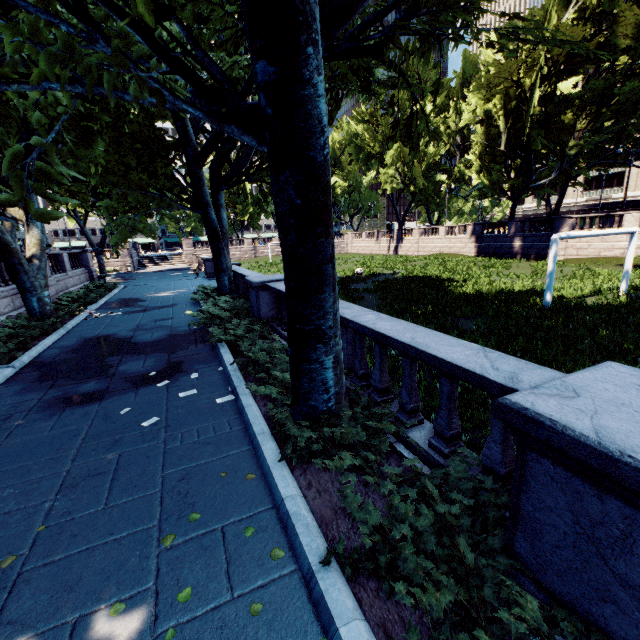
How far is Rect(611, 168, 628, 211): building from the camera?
58.4 meters

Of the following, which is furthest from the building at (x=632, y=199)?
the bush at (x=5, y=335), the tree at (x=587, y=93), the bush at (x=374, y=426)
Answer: the bush at (x=5, y=335)

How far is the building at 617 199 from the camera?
58.38m

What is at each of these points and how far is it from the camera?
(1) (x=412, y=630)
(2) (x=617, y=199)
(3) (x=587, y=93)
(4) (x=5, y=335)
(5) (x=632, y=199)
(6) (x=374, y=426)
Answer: (1) bush, 2.2m
(2) building, 59.2m
(3) tree, 29.5m
(4) bush, 10.7m
(5) building, 57.4m
(6) bush, 4.0m

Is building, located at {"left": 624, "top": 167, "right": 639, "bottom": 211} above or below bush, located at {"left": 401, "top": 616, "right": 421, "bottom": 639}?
above

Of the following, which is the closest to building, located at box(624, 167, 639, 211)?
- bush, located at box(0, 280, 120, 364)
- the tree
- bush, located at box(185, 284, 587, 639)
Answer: the tree

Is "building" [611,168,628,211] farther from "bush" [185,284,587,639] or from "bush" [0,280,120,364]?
"bush" [0,280,120,364]

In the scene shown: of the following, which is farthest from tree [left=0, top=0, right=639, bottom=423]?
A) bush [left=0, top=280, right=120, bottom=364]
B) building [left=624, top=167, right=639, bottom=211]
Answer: building [left=624, top=167, right=639, bottom=211]
